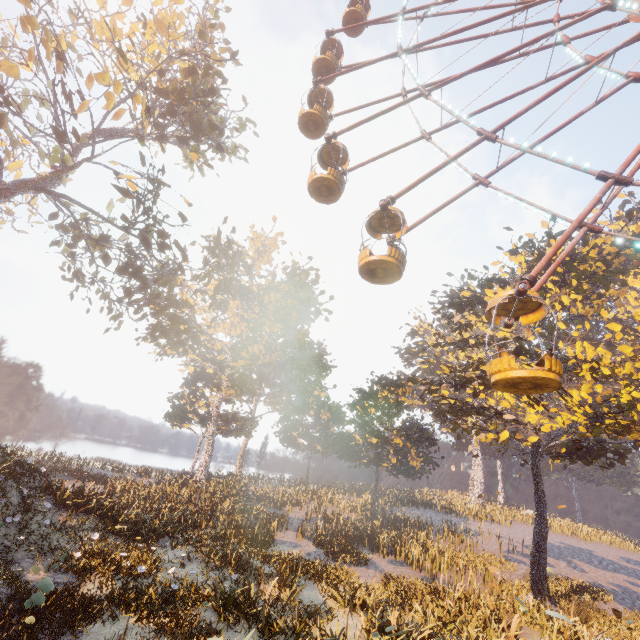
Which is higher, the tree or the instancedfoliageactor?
the instancedfoliageactor

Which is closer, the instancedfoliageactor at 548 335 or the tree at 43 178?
the tree at 43 178

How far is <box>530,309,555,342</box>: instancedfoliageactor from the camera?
18.1m

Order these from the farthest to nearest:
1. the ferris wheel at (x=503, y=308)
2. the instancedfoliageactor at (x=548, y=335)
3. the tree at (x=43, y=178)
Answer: the instancedfoliageactor at (x=548, y=335) < the tree at (x=43, y=178) < the ferris wheel at (x=503, y=308)

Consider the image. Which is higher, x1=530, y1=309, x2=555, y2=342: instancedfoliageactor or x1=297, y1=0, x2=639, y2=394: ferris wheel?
x1=530, y1=309, x2=555, y2=342: instancedfoliageactor

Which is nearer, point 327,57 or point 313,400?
point 327,57

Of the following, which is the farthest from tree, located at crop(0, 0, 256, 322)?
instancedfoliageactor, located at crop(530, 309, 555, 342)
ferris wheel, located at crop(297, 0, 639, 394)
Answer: instancedfoliageactor, located at crop(530, 309, 555, 342)
